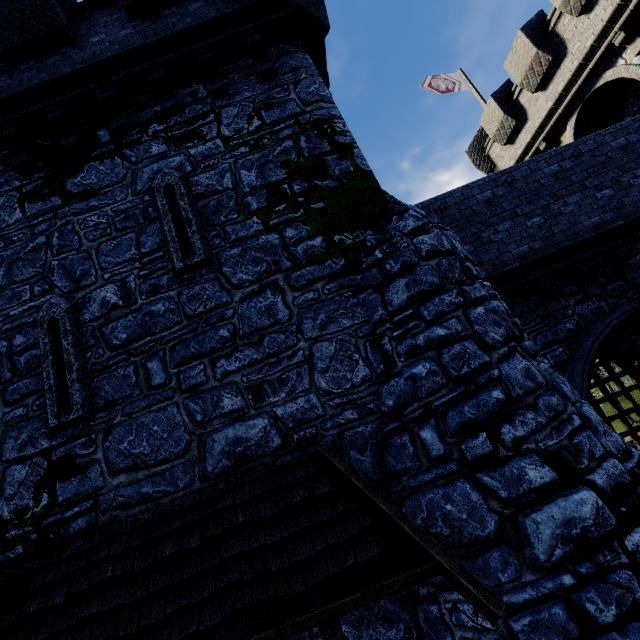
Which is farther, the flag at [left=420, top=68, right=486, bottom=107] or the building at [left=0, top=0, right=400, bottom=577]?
the flag at [left=420, top=68, right=486, bottom=107]

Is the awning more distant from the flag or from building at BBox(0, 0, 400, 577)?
the flag

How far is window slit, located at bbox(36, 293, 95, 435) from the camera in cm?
462

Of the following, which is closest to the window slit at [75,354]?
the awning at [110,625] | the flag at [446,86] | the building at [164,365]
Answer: the building at [164,365]

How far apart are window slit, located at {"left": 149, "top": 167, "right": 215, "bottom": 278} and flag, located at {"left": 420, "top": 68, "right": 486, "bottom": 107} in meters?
16.1

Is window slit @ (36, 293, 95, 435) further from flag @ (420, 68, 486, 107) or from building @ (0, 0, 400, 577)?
flag @ (420, 68, 486, 107)

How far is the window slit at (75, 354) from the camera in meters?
4.6

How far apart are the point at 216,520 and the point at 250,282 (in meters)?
3.22
